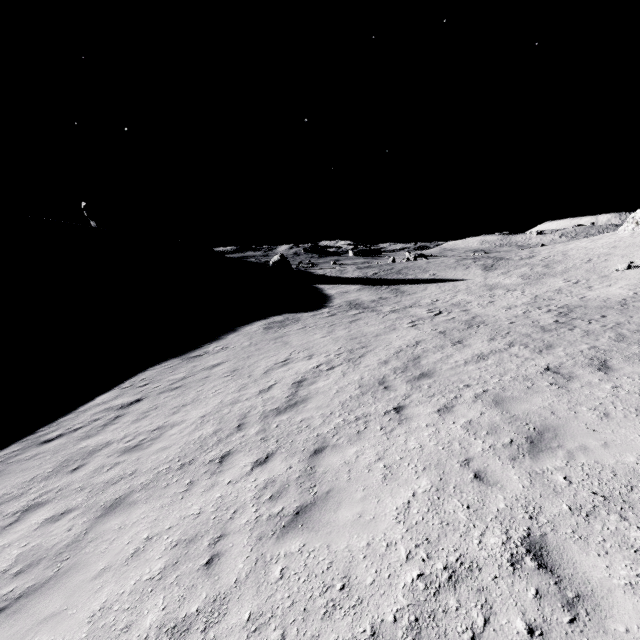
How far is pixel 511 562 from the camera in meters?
3.6 m
